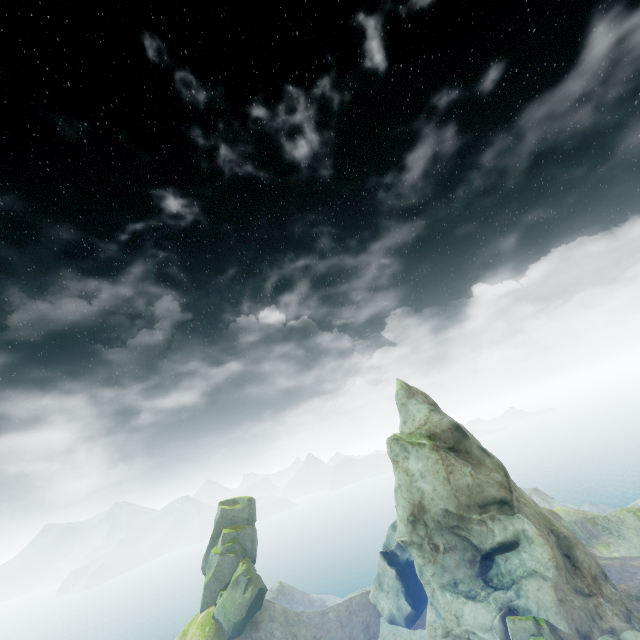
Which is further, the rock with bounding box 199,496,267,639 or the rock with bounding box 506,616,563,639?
the rock with bounding box 199,496,267,639

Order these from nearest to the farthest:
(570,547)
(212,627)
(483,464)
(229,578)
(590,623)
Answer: (590,623), (570,547), (483,464), (212,627), (229,578)

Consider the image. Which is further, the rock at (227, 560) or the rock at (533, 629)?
the rock at (227, 560)
